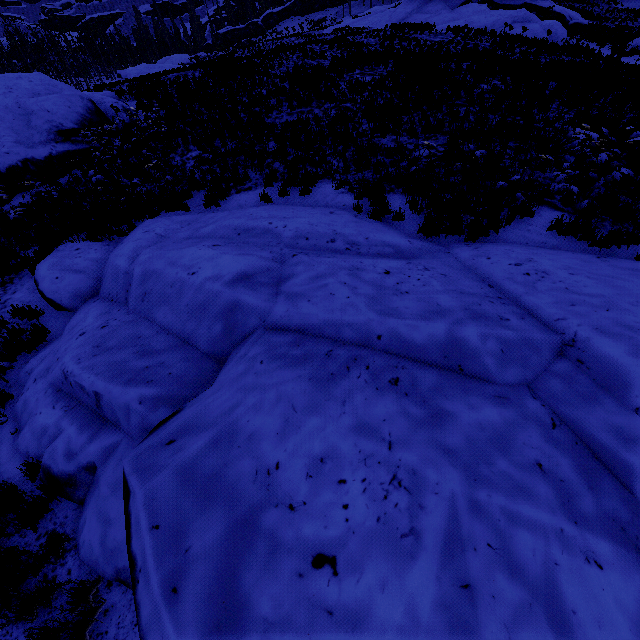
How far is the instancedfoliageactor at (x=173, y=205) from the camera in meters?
9.6

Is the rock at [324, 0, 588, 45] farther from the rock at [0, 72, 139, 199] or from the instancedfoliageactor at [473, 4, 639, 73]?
the rock at [0, 72, 139, 199]

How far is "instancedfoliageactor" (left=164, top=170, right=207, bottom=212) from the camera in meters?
9.6

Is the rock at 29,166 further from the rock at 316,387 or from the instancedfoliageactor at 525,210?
the rock at 316,387

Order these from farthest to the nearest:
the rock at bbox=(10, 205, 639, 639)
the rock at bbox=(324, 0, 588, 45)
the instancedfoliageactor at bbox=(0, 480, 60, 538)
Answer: the rock at bbox=(324, 0, 588, 45) → the instancedfoliageactor at bbox=(0, 480, 60, 538) → the rock at bbox=(10, 205, 639, 639)

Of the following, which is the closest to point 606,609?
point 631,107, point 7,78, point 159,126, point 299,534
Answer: point 299,534

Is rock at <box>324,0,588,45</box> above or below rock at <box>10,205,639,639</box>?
above
